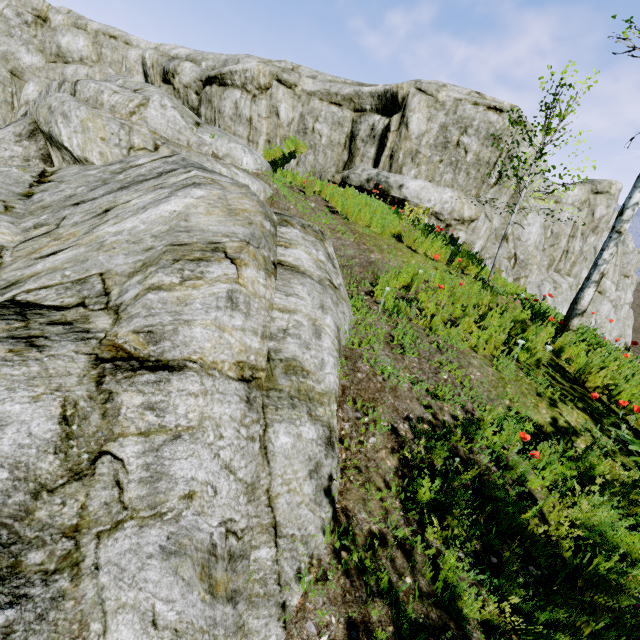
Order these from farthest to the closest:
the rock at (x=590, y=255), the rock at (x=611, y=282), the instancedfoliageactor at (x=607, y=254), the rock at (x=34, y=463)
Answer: the rock at (x=611, y=282)
the rock at (x=590, y=255)
the instancedfoliageactor at (x=607, y=254)
the rock at (x=34, y=463)

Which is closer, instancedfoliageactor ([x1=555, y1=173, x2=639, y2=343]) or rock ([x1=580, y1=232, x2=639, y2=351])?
instancedfoliageactor ([x1=555, y1=173, x2=639, y2=343])

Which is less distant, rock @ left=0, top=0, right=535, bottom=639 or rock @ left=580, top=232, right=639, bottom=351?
rock @ left=0, top=0, right=535, bottom=639

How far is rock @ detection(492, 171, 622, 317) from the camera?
15.3 meters

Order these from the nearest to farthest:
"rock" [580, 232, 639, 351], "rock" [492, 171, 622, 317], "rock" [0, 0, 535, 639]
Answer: "rock" [0, 0, 535, 639]
"rock" [492, 171, 622, 317]
"rock" [580, 232, 639, 351]

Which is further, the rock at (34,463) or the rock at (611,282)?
the rock at (611,282)

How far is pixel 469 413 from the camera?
3.4 meters
